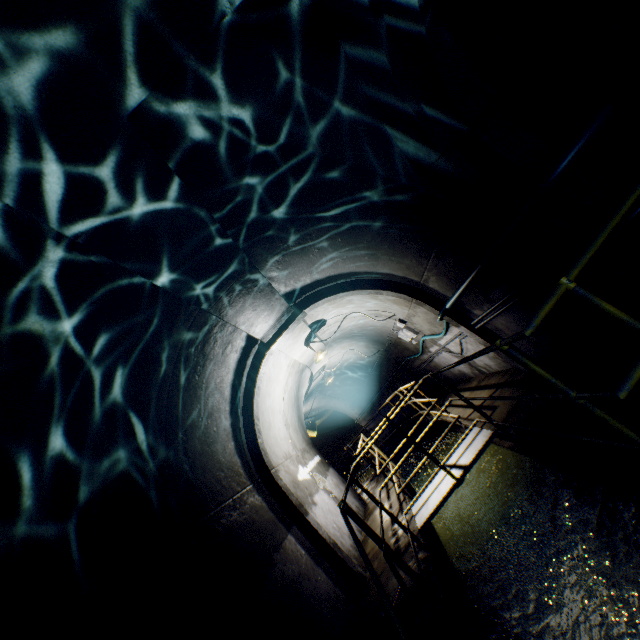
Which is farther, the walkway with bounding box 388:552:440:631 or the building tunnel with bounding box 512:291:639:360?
the building tunnel with bounding box 512:291:639:360

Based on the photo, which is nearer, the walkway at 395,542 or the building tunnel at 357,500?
the walkway at 395,542

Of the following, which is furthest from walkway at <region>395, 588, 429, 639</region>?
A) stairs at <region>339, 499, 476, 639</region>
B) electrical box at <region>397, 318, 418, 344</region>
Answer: electrical box at <region>397, 318, 418, 344</region>

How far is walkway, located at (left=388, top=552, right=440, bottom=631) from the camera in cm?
285

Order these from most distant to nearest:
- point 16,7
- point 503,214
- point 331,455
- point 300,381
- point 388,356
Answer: point 331,455 < point 388,356 < point 300,381 < point 503,214 < point 16,7

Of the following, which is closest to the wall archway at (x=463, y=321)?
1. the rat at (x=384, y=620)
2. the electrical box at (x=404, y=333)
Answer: the rat at (x=384, y=620)
